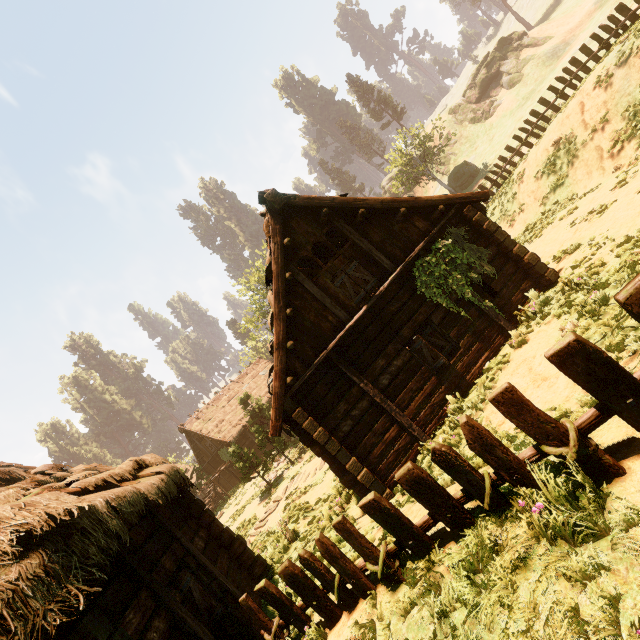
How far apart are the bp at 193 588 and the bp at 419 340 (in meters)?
6.81

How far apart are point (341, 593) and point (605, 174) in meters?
16.7 m

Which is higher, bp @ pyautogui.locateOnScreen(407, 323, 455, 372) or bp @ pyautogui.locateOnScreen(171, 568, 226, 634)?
bp @ pyautogui.locateOnScreen(171, 568, 226, 634)

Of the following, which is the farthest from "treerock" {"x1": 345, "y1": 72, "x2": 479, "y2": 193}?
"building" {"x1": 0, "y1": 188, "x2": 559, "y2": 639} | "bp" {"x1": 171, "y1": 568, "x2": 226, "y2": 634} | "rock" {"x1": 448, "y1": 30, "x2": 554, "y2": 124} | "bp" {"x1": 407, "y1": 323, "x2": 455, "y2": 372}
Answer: "bp" {"x1": 407, "y1": 323, "x2": 455, "y2": 372}

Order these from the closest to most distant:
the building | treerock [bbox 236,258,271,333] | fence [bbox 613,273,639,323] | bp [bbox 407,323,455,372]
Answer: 1. fence [bbox 613,273,639,323]
2. the building
3. bp [bbox 407,323,455,372]
4. treerock [bbox 236,258,271,333]

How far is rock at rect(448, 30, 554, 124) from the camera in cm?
4084

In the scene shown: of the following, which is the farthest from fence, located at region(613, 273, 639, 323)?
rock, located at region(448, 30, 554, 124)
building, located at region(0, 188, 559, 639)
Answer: rock, located at region(448, 30, 554, 124)

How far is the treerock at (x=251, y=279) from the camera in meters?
36.3
